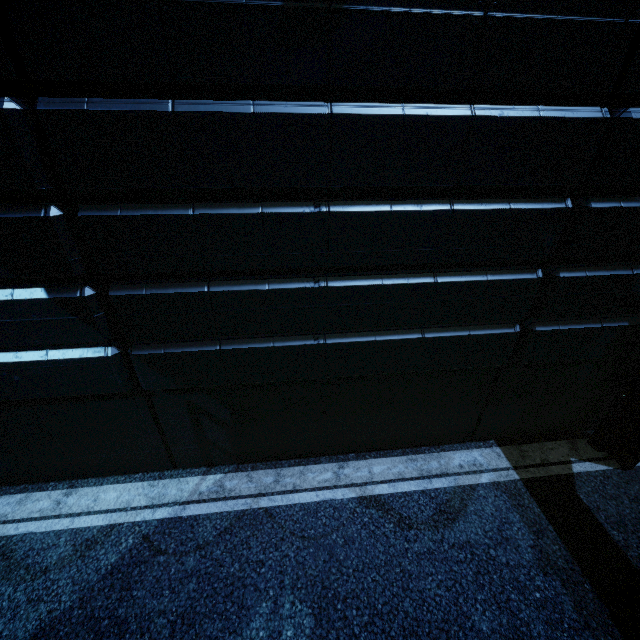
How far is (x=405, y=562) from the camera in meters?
5.0
